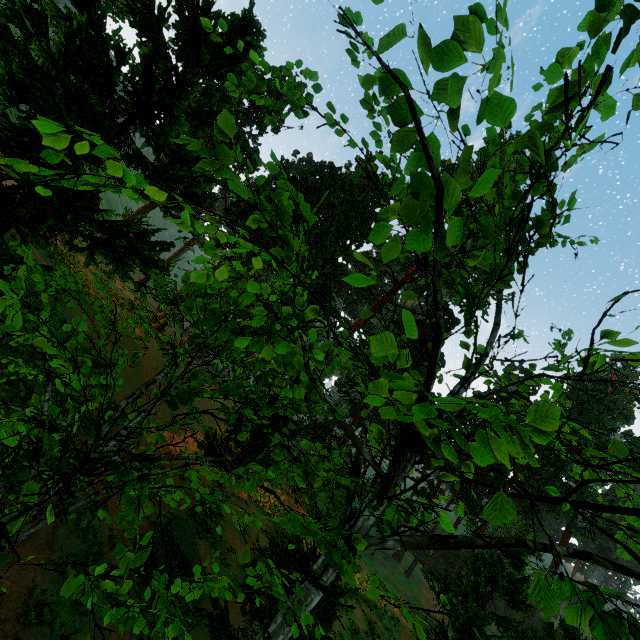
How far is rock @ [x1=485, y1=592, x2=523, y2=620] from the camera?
57.06m

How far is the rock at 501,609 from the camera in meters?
57.1 m

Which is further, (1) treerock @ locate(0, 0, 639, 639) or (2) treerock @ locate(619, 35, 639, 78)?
(1) treerock @ locate(0, 0, 639, 639)

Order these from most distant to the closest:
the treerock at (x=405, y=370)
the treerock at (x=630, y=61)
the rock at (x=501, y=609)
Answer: the rock at (x=501, y=609) → the treerock at (x=405, y=370) → the treerock at (x=630, y=61)

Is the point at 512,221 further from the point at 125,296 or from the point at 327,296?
the point at 327,296

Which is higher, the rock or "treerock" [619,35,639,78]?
"treerock" [619,35,639,78]

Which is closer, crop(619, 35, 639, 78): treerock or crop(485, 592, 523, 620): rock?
crop(619, 35, 639, 78): treerock
